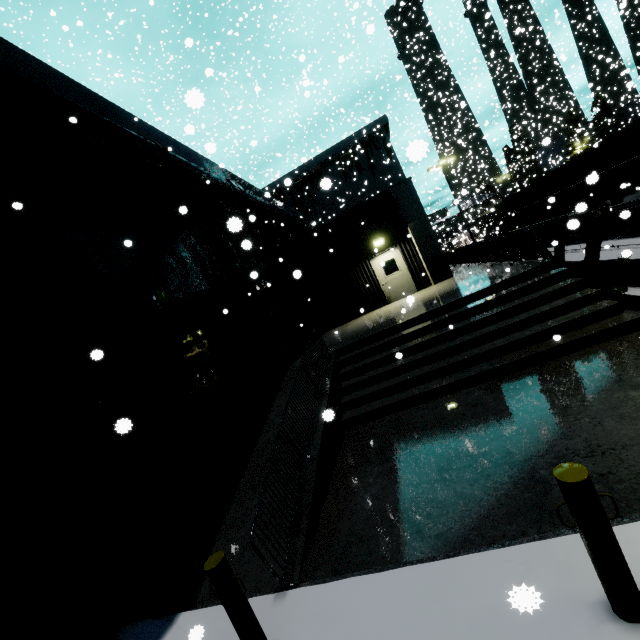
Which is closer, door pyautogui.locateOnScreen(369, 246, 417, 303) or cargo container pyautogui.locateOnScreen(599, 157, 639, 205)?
cargo container pyautogui.locateOnScreen(599, 157, 639, 205)

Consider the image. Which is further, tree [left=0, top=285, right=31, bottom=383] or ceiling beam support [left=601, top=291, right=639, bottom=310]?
ceiling beam support [left=601, top=291, right=639, bottom=310]

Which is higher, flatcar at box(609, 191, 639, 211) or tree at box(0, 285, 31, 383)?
tree at box(0, 285, 31, 383)

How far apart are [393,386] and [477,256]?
9.6 meters

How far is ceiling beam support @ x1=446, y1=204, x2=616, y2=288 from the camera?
6.95m

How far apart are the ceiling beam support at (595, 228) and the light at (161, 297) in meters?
10.4

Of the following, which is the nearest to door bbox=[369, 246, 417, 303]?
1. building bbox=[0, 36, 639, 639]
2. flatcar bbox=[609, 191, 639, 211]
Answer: building bbox=[0, 36, 639, 639]

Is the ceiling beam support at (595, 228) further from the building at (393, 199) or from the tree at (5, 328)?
the tree at (5, 328)
